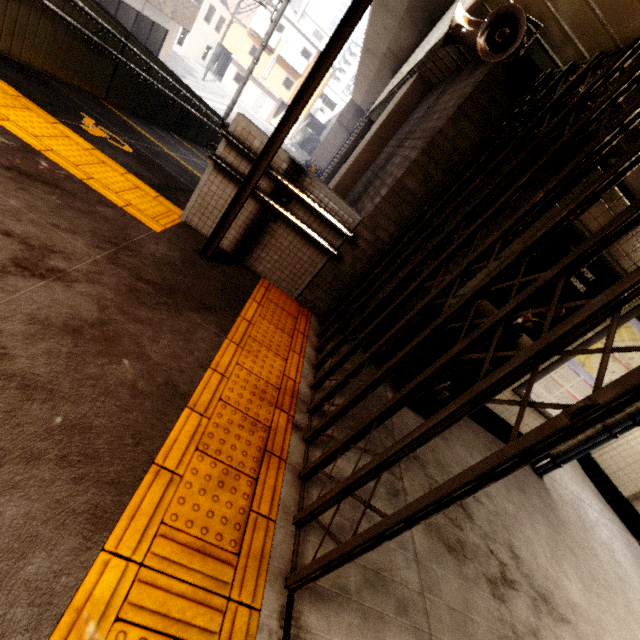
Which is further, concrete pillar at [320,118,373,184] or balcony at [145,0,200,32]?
balcony at [145,0,200,32]

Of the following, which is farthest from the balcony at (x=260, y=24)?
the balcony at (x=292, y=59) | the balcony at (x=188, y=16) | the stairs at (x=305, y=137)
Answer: the balcony at (x=188, y=16)

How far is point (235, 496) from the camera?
1.68m

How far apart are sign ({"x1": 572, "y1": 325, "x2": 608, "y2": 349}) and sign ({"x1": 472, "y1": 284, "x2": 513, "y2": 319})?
0.2 meters

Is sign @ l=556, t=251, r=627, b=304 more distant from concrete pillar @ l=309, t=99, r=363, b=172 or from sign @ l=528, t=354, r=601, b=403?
concrete pillar @ l=309, t=99, r=363, b=172

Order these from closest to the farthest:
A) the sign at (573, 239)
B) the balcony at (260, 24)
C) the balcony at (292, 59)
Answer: the sign at (573, 239), the balcony at (260, 24), the balcony at (292, 59)

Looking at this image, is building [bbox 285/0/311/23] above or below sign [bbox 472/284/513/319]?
above

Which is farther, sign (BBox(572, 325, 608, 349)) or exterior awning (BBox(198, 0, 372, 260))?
sign (BBox(572, 325, 608, 349))
